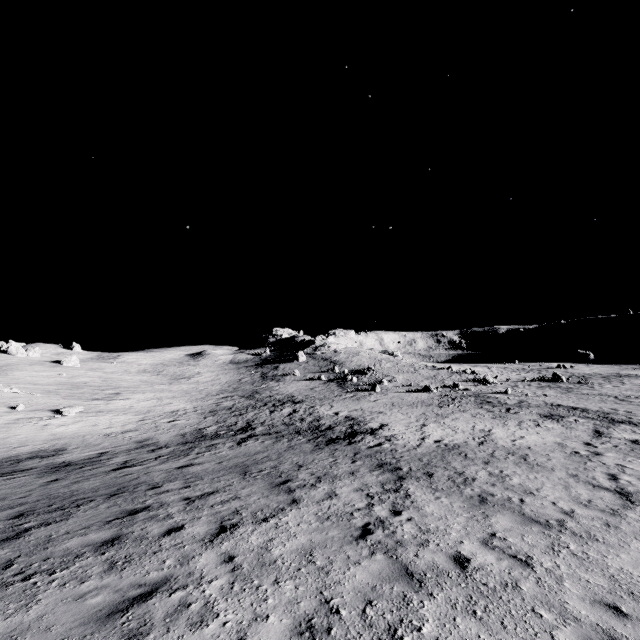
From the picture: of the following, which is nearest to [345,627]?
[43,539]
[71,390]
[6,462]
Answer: [43,539]
